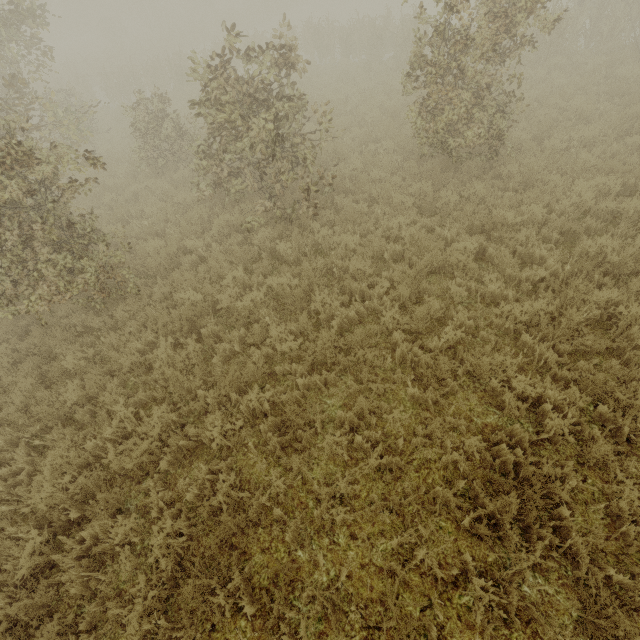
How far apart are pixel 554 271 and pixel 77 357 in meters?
8.9
